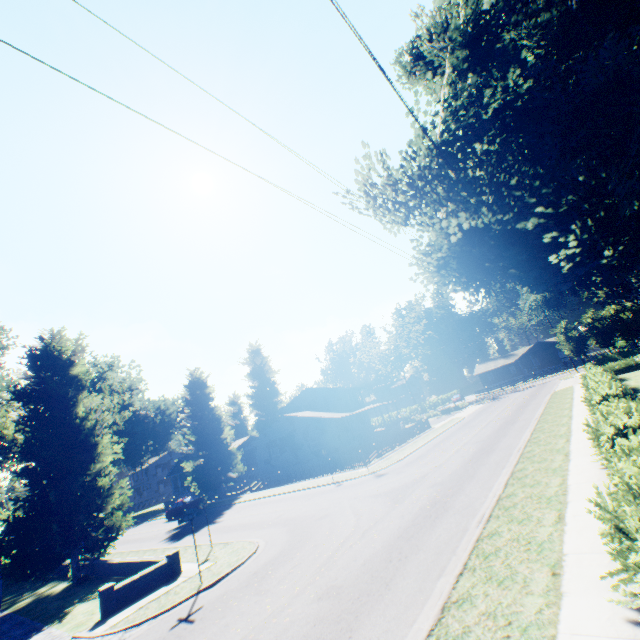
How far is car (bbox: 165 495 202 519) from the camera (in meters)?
32.63

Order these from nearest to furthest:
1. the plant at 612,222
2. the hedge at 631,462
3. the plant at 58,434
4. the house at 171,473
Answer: the hedge at 631,462 → the plant at 612,222 → the plant at 58,434 → the house at 171,473

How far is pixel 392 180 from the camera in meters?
13.3

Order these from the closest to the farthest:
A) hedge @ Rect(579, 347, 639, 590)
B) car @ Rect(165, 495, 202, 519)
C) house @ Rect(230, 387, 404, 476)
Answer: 1. hedge @ Rect(579, 347, 639, 590)
2. car @ Rect(165, 495, 202, 519)
3. house @ Rect(230, 387, 404, 476)

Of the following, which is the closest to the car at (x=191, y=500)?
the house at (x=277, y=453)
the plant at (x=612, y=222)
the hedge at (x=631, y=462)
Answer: the plant at (x=612, y=222)

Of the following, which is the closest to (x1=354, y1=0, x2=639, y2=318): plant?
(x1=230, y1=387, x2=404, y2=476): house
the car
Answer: (x1=230, y1=387, x2=404, y2=476): house

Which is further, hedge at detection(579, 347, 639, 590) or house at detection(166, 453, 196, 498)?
house at detection(166, 453, 196, 498)

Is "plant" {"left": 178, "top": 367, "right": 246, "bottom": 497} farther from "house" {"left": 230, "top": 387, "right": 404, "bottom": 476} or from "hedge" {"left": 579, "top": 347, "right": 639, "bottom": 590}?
"hedge" {"left": 579, "top": 347, "right": 639, "bottom": 590}
